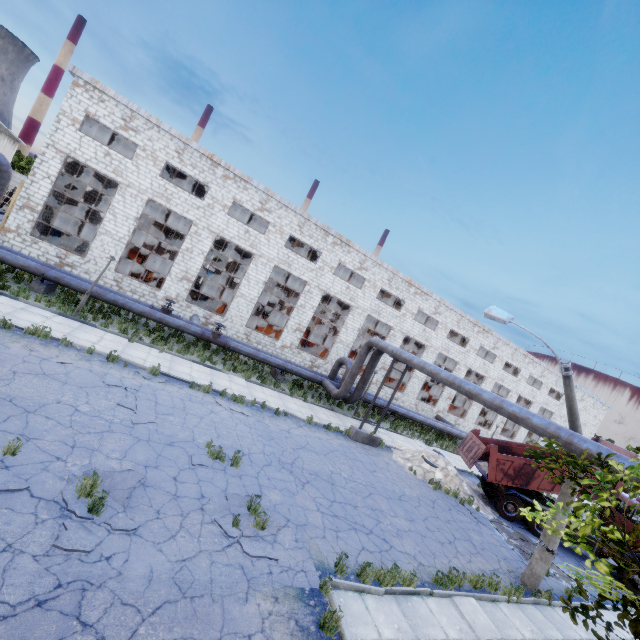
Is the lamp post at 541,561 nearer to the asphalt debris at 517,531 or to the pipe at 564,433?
the pipe at 564,433

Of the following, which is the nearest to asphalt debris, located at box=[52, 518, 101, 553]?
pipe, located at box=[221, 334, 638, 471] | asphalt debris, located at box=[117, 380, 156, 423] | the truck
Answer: asphalt debris, located at box=[117, 380, 156, 423]

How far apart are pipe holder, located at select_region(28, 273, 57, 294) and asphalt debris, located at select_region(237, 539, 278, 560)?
14.45m

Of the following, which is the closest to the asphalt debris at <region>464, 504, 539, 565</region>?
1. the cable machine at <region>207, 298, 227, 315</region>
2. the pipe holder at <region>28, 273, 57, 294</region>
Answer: the cable machine at <region>207, 298, 227, 315</region>

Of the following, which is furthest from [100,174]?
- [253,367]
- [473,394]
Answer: [473,394]

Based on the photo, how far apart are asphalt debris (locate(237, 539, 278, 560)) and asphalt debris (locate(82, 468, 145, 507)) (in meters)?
1.44

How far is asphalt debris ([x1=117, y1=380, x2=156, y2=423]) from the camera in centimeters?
952cm

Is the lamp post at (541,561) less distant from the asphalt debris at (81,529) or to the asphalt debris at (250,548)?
the asphalt debris at (250,548)
